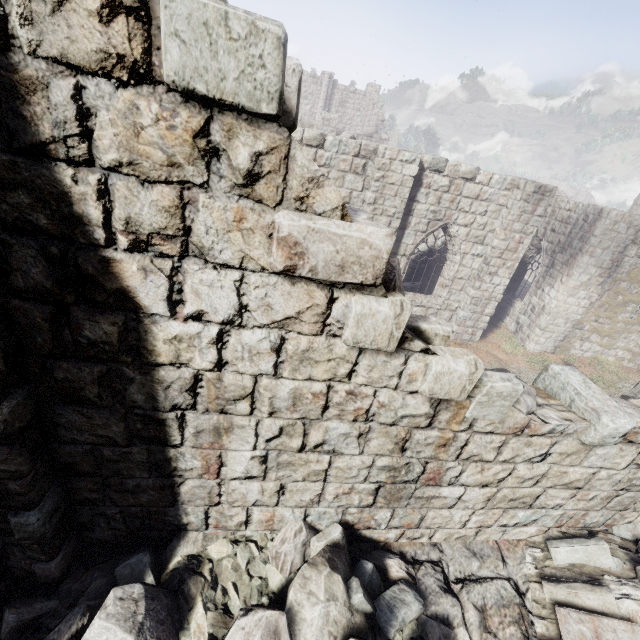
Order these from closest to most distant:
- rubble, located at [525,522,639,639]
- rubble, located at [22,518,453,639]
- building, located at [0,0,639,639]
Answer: building, located at [0,0,639,639]
rubble, located at [22,518,453,639]
rubble, located at [525,522,639,639]

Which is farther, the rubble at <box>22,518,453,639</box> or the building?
the rubble at <box>22,518,453,639</box>

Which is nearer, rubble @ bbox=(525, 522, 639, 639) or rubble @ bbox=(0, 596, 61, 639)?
rubble @ bbox=(0, 596, 61, 639)

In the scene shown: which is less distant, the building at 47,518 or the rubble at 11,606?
the building at 47,518

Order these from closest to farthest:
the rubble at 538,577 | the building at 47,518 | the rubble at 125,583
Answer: the building at 47,518 < the rubble at 125,583 < the rubble at 538,577

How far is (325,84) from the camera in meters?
32.5
